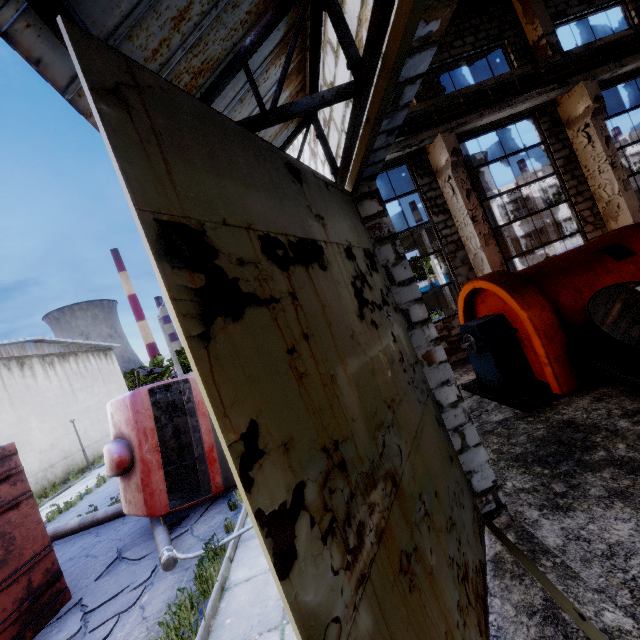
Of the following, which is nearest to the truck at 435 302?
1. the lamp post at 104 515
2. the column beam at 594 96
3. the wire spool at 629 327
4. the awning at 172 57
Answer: the column beam at 594 96

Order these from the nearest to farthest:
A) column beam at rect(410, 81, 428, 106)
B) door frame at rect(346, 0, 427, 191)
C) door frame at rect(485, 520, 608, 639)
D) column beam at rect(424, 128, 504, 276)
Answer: Answer:
door frame at rect(346, 0, 427, 191)
door frame at rect(485, 520, 608, 639)
column beam at rect(424, 128, 504, 276)
column beam at rect(410, 81, 428, 106)

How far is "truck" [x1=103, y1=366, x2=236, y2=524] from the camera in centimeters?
704cm

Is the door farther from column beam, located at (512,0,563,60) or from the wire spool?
column beam, located at (512,0,563,60)

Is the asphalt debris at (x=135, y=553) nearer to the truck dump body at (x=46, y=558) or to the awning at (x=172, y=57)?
the truck dump body at (x=46, y=558)

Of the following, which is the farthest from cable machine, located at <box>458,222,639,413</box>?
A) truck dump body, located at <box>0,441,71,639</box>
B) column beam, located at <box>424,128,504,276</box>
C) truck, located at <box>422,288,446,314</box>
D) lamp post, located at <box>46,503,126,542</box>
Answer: truck, located at <box>422,288,446,314</box>

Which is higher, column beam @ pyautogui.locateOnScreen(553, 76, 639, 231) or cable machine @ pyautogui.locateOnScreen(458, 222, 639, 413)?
column beam @ pyautogui.locateOnScreen(553, 76, 639, 231)

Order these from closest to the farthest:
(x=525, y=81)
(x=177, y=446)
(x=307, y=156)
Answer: (x=307, y=156) → (x=177, y=446) → (x=525, y=81)
